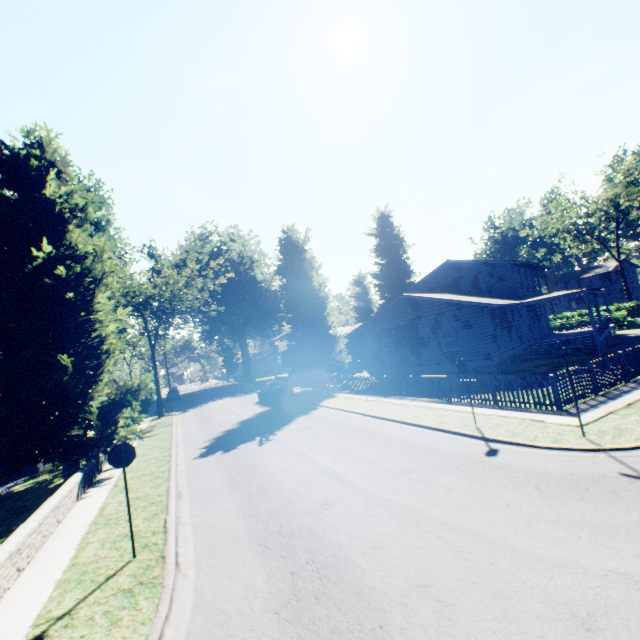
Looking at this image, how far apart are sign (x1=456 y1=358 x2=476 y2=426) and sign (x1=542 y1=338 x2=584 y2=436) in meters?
2.5 m

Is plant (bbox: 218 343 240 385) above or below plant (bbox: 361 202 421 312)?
below

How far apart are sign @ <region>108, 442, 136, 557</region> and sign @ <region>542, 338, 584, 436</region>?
10.5 meters

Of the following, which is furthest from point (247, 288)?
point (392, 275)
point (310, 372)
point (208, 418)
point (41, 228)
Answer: point (41, 228)

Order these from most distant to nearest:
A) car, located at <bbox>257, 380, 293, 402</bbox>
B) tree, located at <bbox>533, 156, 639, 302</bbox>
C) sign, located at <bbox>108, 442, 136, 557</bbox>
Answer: tree, located at <bbox>533, 156, 639, 302</bbox>
car, located at <bbox>257, 380, 293, 402</bbox>
sign, located at <bbox>108, 442, 136, 557</bbox>

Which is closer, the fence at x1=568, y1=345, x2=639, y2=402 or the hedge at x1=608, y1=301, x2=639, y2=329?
the fence at x1=568, y1=345, x2=639, y2=402

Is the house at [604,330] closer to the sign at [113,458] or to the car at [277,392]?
the car at [277,392]

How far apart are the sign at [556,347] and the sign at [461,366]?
2.53m
